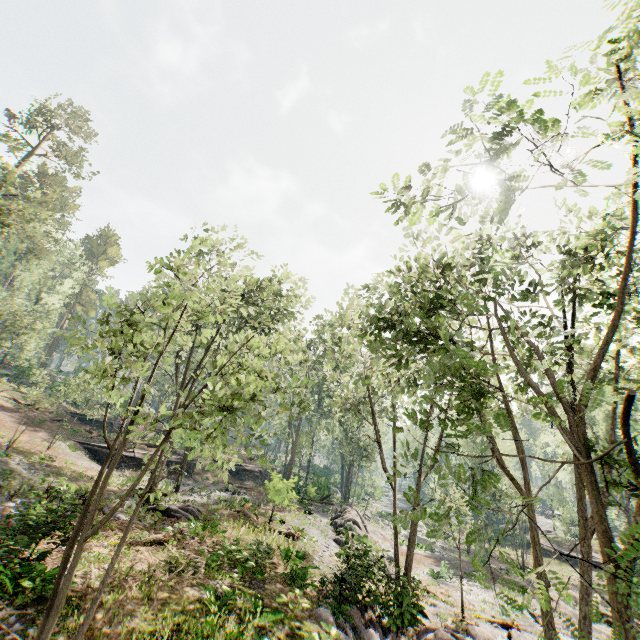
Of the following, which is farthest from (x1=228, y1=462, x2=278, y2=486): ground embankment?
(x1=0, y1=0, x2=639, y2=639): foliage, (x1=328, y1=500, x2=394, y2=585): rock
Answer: (x1=328, y1=500, x2=394, y2=585): rock

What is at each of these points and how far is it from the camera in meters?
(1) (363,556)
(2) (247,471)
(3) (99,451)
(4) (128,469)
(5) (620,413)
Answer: (1) rock, 14.5
(2) ground embankment, 39.5
(3) ground embankment, 29.8
(4) ground embankment, 29.8
(5) foliage, 4.8

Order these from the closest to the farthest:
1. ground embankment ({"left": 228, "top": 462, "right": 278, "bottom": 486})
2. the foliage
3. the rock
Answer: the foliage < the rock < ground embankment ({"left": 228, "top": 462, "right": 278, "bottom": 486})

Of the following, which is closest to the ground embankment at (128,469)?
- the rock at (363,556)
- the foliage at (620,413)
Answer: the rock at (363,556)

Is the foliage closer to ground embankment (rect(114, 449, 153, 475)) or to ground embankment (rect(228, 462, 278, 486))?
ground embankment (rect(228, 462, 278, 486))

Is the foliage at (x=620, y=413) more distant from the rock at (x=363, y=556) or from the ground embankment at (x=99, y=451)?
the ground embankment at (x=99, y=451)

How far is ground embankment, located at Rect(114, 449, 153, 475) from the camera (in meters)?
29.23

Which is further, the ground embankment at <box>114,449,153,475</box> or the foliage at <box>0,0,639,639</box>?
the ground embankment at <box>114,449,153,475</box>
